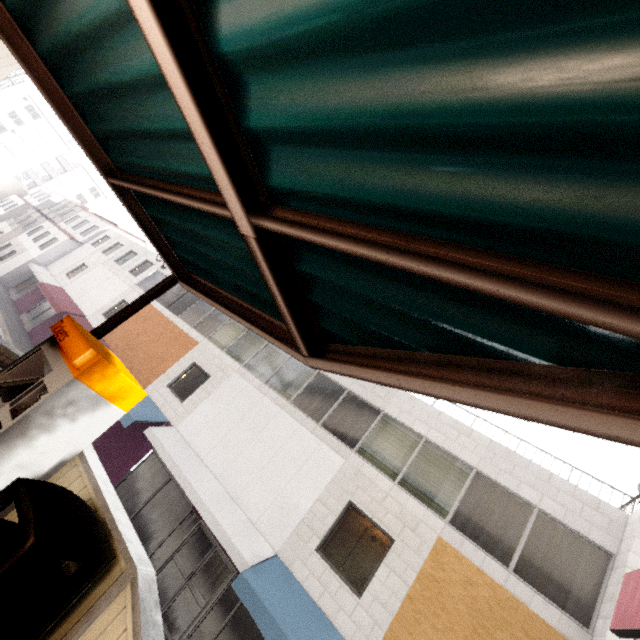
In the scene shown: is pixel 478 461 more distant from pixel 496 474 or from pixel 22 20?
pixel 22 20

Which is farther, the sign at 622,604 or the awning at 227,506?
the awning at 227,506

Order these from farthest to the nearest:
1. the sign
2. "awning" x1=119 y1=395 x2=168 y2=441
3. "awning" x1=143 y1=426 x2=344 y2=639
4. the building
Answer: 1. the building
2. "awning" x1=119 y1=395 x2=168 y2=441
3. "awning" x1=143 y1=426 x2=344 y2=639
4. the sign

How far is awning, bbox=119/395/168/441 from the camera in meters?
11.4

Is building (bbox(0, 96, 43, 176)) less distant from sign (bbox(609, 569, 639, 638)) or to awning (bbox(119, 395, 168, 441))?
awning (bbox(119, 395, 168, 441))

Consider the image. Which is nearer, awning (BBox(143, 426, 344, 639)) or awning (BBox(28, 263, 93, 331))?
awning (BBox(143, 426, 344, 639))

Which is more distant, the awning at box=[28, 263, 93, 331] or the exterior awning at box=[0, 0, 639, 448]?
the awning at box=[28, 263, 93, 331]

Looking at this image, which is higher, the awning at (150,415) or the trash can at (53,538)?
the trash can at (53,538)
